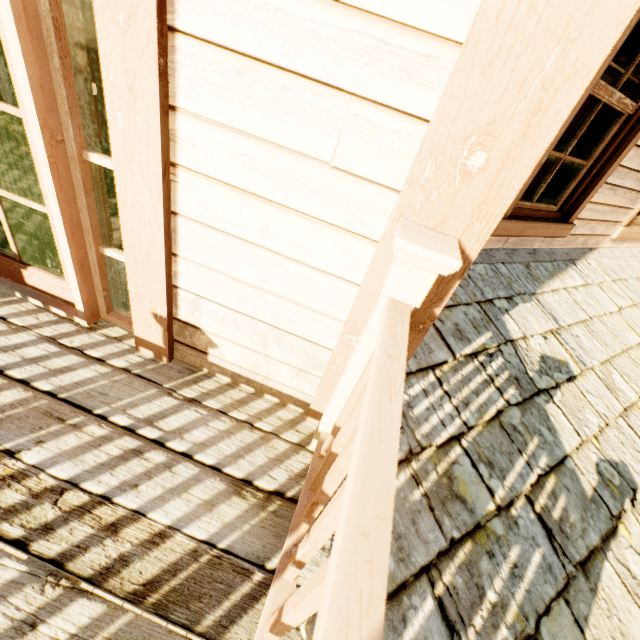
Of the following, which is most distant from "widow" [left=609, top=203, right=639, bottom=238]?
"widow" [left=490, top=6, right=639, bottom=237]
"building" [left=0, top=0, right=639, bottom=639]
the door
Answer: the door

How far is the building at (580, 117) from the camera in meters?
6.9 m

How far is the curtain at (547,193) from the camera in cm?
278

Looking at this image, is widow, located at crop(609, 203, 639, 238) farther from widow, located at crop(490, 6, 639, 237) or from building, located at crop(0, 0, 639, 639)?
widow, located at crop(490, 6, 639, 237)

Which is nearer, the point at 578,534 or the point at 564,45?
the point at 564,45

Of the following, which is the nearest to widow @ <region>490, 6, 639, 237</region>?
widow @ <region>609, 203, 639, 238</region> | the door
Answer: widow @ <region>609, 203, 639, 238</region>

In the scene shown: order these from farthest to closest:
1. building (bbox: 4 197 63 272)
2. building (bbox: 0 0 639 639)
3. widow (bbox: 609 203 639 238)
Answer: widow (bbox: 609 203 639 238)
building (bbox: 4 197 63 272)
building (bbox: 0 0 639 639)

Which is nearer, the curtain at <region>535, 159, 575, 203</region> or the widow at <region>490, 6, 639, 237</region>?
the widow at <region>490, 6, 639, 237</region>
